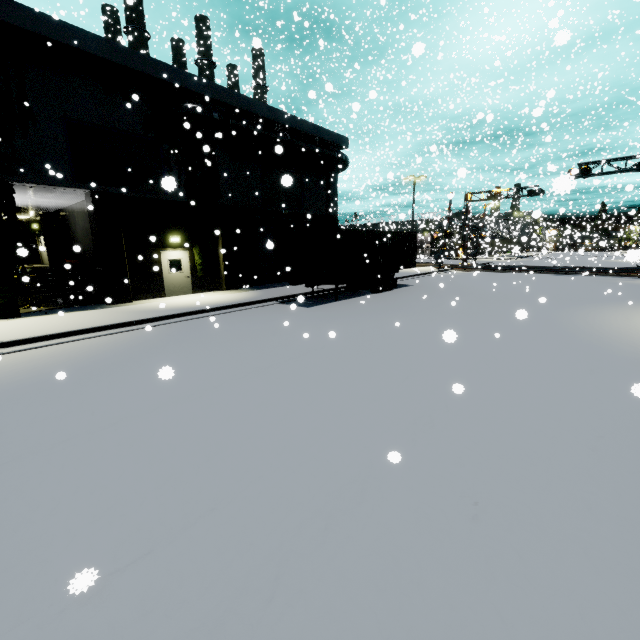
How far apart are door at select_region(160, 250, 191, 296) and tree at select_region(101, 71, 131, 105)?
6.3m

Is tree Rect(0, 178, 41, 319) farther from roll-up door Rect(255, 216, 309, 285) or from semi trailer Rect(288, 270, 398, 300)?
semi trailer Rect(288, 270, 398, 300)

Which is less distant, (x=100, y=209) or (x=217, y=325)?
(x=217, y=325)

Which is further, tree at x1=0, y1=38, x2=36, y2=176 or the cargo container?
the cargo container

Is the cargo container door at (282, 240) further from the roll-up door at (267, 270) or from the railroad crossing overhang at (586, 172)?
the railroad crossing overhang at (586, 172)

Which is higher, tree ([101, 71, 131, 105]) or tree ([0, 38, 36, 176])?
tree ([101, 71, 131, 105])

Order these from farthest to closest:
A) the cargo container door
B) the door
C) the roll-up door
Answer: the roll-up door, the door, the cargo container door

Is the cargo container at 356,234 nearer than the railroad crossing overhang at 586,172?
Yes
